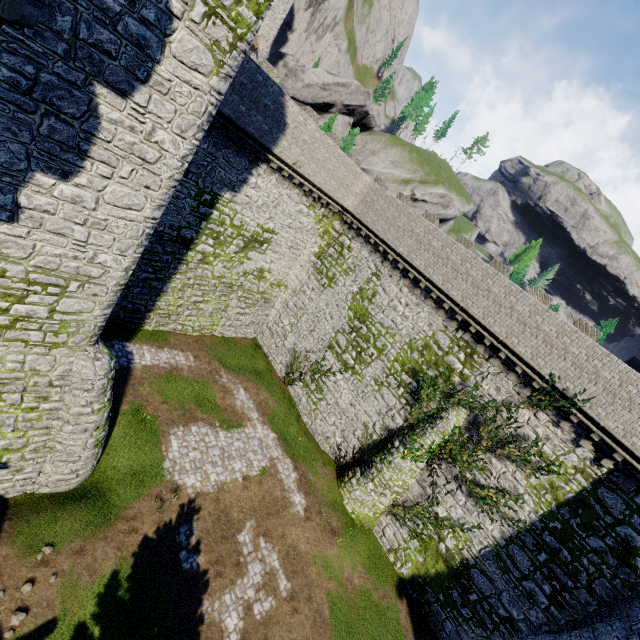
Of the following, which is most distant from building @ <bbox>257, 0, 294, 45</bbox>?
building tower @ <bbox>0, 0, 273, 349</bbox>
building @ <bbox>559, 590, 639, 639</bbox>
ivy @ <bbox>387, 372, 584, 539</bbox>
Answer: building @ <bbox>559, 590, 639, 639</bbox>

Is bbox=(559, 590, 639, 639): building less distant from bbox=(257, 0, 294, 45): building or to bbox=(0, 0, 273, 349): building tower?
bbox=(0, 0, 273, 349): building tower

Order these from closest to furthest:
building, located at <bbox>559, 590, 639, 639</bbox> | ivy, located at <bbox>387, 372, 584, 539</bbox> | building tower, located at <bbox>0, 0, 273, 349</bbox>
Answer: building tower, located at <bbox>0, 0, 273, 349</bbox> → building, located at <bbox>559, 590, 639, 639</bbox> → ivy, located at <bbox>387, 372, 584, 539</bbox>

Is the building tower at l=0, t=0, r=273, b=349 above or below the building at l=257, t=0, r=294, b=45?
below

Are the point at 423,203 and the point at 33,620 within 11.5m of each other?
no

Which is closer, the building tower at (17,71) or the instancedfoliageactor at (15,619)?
the building tower at (17,71)

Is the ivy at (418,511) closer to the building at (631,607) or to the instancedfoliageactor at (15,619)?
the building at (631,607)
